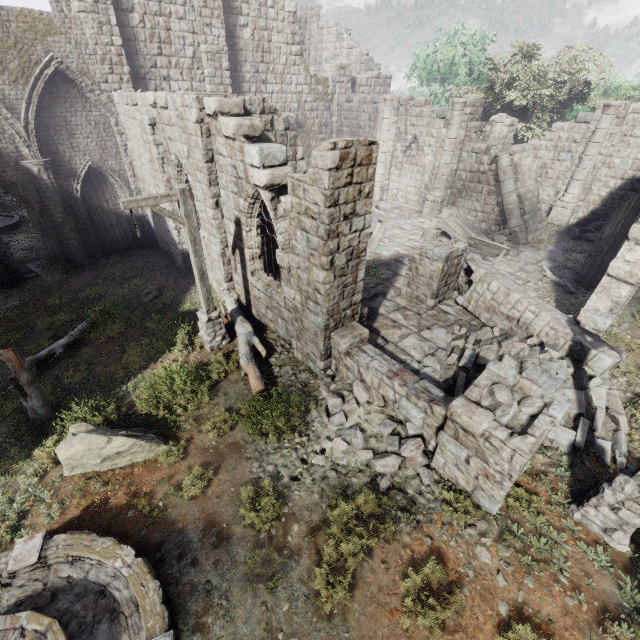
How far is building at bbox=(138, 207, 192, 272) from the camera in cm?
1442

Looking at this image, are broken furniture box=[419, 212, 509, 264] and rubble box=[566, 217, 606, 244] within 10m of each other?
yes

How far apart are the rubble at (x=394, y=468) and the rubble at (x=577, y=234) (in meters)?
16.19

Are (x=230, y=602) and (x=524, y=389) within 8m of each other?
yes

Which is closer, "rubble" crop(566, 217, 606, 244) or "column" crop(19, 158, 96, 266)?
"column" crop(19, 158, 96, 266)

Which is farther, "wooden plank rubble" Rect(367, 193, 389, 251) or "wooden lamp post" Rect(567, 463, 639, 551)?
"wooden plank rubble" Rect(367, 193, 389, 251)

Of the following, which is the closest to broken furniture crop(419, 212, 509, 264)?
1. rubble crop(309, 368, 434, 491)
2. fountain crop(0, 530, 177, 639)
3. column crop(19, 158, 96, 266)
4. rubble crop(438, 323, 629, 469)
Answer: rubble crop(438, 323, 629, 469)

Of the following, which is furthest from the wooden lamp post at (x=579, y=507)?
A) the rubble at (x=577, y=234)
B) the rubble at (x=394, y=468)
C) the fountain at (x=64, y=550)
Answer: the rubble at (x=577, y=234)
